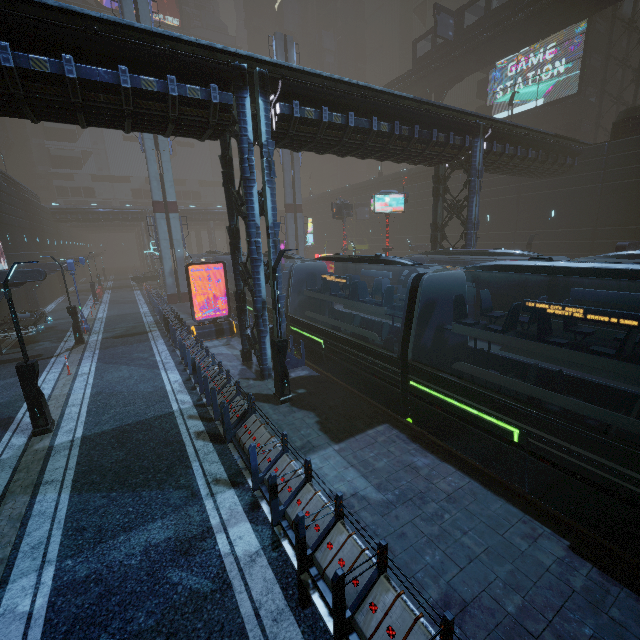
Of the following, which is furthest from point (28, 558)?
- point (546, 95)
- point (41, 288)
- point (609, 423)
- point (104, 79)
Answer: point (546, 95)

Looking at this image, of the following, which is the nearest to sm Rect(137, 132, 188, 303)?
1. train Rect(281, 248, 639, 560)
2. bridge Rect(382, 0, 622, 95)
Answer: bridge Rect(382, 0, 622, 95)

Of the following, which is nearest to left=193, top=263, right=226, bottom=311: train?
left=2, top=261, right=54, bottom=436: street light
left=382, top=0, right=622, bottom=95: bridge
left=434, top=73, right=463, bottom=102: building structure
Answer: left=2, top=261, right=54, bottom=436: street light

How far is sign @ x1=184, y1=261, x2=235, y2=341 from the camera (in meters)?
19.50

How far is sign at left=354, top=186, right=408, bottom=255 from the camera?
25.94m

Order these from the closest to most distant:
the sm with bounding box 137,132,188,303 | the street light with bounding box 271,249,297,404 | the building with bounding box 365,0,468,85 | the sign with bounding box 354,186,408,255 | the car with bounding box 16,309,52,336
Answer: the street light with bounding box 271,249,297,404 < the car with bounding box 16,309,52,336 < the sign with bounding box 354,186,408,255 < the sm with bounding box 137,132,188,303 < the building with bounding box 365,0,468,85

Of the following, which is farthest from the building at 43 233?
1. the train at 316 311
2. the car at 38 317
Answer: the train at 316 311

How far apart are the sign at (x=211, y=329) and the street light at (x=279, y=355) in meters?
9.6
